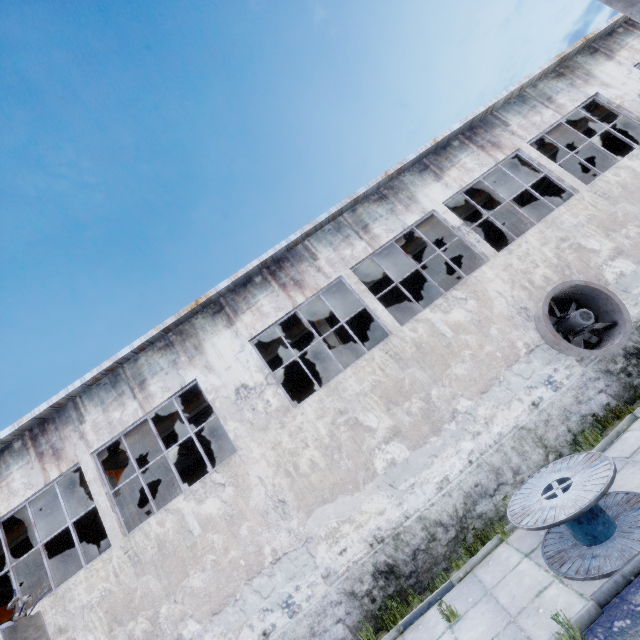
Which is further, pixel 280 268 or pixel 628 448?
pixel 280 268

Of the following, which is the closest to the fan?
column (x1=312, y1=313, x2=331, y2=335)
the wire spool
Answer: the wire spool

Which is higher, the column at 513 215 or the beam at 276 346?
the beam at 276 346

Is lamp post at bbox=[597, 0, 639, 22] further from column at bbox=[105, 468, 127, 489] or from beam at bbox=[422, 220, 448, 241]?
column at bbox=[105, 468, 127, 489]

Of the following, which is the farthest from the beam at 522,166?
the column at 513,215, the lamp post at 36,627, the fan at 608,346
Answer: the lamp post at 36,627

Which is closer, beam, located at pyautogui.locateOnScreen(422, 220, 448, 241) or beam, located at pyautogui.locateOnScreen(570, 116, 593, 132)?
beam, located at pyautogui.locateOnScreen(422, 220, 448, 241)

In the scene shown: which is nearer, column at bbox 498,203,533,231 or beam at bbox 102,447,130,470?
beam at bbox 102,447,130,470

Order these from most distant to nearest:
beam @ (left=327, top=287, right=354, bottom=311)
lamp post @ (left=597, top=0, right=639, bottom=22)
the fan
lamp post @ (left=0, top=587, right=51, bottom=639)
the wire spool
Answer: beam @ (left=327, top=287, right=354, bottom=311), the fan, lamp post @ (left=597, top=0, right=639, bottom=22), the wire spool, lamp post @ (left=0, top=587, right=51, bottom=639)
